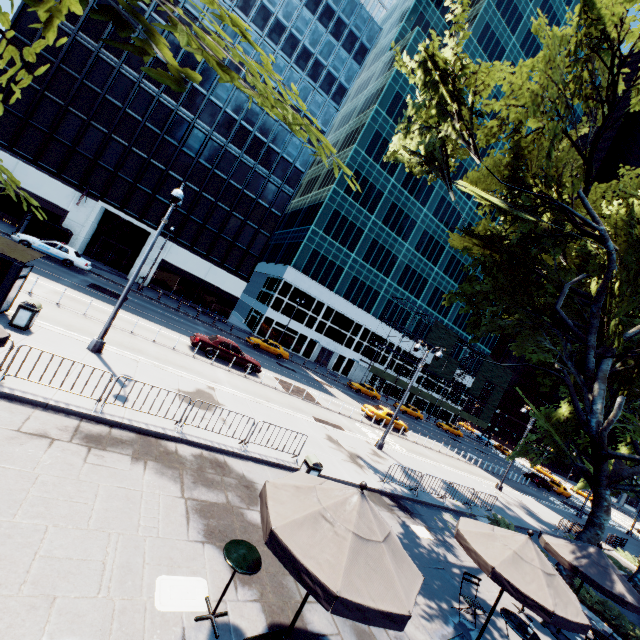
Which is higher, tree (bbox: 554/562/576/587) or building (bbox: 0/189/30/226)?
building (bbox: 0/189/30/226)

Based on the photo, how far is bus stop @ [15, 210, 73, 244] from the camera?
27.77m

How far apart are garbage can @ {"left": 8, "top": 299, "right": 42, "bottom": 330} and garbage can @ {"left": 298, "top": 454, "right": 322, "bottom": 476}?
10.8 meters

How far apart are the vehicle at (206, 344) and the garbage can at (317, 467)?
12.1m

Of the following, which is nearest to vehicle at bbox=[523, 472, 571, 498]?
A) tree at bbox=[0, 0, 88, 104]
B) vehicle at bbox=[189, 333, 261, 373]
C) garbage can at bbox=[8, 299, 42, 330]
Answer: tree at bbox=[0, 0, 88, 104]

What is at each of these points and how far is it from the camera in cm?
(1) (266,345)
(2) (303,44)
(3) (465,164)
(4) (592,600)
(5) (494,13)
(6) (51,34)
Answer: (1) vehicle, 3538
(2) building, 3991
(3) building, 5550
(4) bush, 1331
(5) building, 5209
(6) tree, 362

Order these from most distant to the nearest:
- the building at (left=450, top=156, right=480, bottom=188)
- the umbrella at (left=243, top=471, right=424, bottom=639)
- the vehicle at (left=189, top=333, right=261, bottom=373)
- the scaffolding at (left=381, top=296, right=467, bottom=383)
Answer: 1. the building at (left=450, top=156, right=480, bottom=188)
2. the scaffolding at (left=381, top=296, right=467, bottom=383)
3. the vehicle at (left=189, top=333, right=261, bottom=373)
4. the umbrella at (left=243, top=471, right=424, bottom=639)

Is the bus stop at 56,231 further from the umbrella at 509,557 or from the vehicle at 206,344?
the umbrella at 509,557
